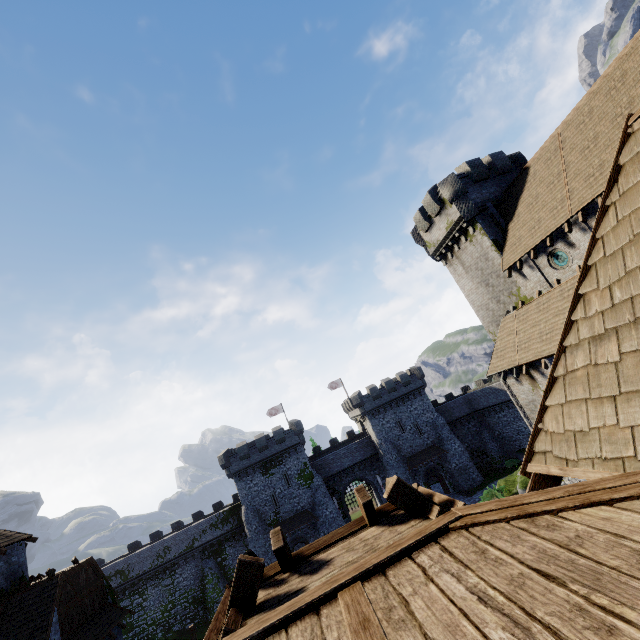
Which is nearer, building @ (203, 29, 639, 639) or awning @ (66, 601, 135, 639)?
building @ (203, 29, 639, 639)

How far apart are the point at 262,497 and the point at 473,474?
28.5 meters

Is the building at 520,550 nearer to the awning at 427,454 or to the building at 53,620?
the building at 53,620

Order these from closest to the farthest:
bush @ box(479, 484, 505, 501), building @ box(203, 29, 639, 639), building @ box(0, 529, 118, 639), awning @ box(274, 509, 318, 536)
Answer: building @ box(203, 29, 639, 639), building @ box(0, 529, 118, 639), bush @ box(479, 484, 505, 501), awning @ box(274, 509, 318, 536)

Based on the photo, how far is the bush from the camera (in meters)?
30.31

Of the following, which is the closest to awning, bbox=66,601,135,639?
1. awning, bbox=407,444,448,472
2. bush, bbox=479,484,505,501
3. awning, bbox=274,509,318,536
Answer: awning, bbox=274,509,318,536

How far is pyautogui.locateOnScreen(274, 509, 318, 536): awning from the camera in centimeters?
3988cm

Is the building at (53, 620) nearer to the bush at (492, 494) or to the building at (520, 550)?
the building at (520, 550)
